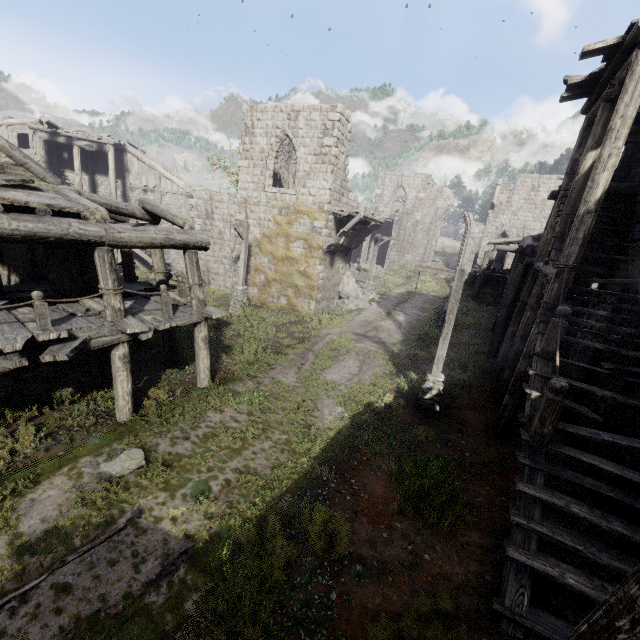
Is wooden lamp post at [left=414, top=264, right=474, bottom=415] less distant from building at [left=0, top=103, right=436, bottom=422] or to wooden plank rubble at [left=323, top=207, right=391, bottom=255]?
building at [left=0, top=103, right=436, bottom=422]

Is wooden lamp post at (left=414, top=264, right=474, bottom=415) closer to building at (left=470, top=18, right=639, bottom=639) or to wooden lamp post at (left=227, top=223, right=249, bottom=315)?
building at (left=470, top=18, right=639, bottom=639)

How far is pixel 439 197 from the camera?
37.1 meters

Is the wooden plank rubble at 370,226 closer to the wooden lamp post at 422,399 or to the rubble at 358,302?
the rubble at 358,302

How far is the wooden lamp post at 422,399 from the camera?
9.8 meters

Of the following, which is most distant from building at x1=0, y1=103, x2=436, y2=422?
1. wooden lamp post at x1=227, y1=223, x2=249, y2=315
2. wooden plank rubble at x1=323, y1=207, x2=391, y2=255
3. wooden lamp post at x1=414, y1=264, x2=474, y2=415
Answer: wooden lamp post at x1=414, y1=264, x2=474, y2=415

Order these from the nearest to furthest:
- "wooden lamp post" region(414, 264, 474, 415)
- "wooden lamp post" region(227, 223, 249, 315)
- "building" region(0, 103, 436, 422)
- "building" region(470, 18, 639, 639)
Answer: "building" region(470, 18, 639, 639) < "building" region(0, 103, 436, 422) < "wooden lamp post" region(414, 264, 474, 415) < "wooden lamp post" region(227, 223, 249, 315)

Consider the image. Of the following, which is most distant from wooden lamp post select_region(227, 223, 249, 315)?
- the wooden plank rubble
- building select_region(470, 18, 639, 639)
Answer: the wooden plank rubble
